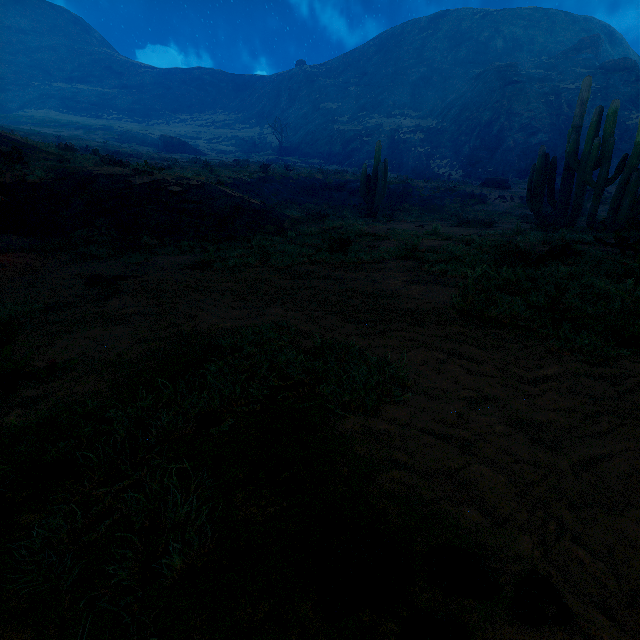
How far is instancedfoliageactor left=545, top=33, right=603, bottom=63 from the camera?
49.7m

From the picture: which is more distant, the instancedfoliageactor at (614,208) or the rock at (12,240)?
the instancedfoliageactor at (614,208)

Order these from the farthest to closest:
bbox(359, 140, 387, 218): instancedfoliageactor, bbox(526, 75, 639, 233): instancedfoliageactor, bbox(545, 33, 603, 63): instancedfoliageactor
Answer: bbox(545, 33, 603, 63): instancedfoliageactor → bbox(359, 140, 387, 218): instancedfoliageactor → bbox(526, 75, 639, 233): instancedfoliageactor

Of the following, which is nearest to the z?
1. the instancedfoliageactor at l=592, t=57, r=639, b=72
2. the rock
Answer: the rock

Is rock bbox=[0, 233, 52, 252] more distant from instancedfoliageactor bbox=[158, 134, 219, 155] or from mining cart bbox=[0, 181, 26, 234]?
instancedfoliageactor bbox=[158, 134, 219, 155]

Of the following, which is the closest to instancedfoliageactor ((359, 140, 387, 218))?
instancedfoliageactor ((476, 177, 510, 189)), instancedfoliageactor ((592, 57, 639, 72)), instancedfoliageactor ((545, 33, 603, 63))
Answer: instancedfoliageactor ((476, 177, 510, 189))

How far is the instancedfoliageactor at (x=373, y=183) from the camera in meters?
18.0

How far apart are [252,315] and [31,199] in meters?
9.4
